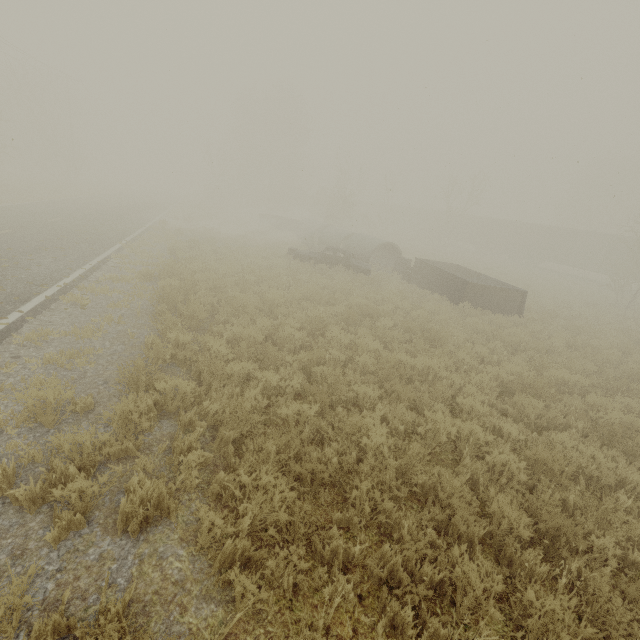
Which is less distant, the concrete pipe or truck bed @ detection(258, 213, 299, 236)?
the concrete pipe

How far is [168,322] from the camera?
6.8 meters

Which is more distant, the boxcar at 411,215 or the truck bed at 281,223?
the boxcar at 411,215

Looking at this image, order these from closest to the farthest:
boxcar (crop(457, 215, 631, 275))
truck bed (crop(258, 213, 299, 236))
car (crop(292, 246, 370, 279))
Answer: car (crop(292, 246, 370, 279)) < truck bed (crop(258, 213, 299, 236)) < boxcar (crop(457, 215, 631, 275))

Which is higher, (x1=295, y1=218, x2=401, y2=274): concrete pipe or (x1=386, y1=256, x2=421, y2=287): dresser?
(x1=295, y1=218, x2=401, y2=274): concrete pipe

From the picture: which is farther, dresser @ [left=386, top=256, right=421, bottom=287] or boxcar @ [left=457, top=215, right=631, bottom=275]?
boxcar @ [left=457, top=215, right=631, bottom=275]

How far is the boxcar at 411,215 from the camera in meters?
51.6 m

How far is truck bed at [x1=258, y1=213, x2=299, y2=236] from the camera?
30.7 meters
